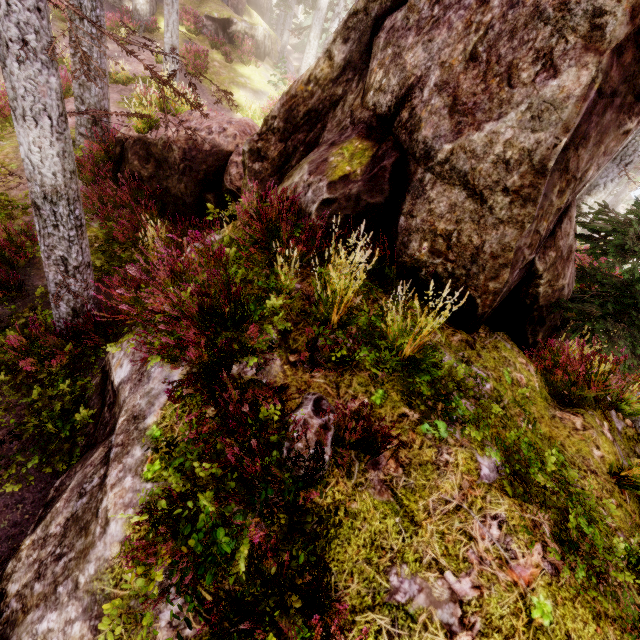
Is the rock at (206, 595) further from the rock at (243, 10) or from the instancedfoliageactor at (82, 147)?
the rock at (243, 10)

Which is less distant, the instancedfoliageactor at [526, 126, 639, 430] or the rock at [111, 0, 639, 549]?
the rock at [111, 0, 639, 549]

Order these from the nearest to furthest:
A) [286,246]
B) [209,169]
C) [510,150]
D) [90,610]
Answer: [90,610]
[510,150]
[286,246]
[209,169]

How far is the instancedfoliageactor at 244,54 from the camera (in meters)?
23.22

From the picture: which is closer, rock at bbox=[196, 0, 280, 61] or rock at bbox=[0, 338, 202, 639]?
rock at bbox=[0, 338, 202, 639]

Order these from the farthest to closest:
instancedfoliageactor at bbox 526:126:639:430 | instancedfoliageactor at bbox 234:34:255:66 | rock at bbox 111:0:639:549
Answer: instancedfoliageactor at bbox 234:34:255:66, instancedfoliageactor at bbox 526:126:639:430, rock at bbox 111:0:639:549

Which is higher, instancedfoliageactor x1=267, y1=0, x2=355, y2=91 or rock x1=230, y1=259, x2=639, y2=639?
instancedfoliageactor x1=267, y1=0, x2=355, y2=91

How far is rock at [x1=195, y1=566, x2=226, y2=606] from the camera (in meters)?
2.31
